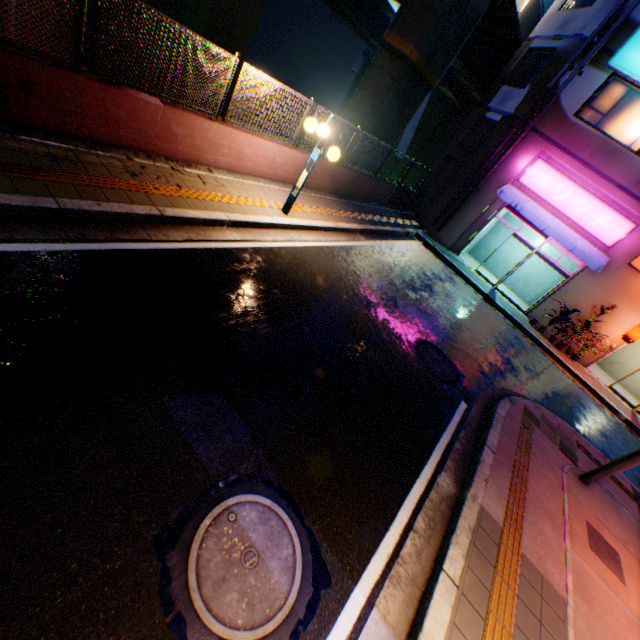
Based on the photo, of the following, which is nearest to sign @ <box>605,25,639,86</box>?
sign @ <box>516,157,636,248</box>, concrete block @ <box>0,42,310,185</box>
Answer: sign @ <box>516,157,636,248</box>

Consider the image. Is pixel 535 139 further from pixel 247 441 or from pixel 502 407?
pixel 247 441

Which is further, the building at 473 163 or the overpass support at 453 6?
the building at 473 163

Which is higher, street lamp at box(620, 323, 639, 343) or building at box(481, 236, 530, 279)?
street lamp at box(620, 323, 639, 343)

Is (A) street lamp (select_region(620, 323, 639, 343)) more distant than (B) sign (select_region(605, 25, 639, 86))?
Yes

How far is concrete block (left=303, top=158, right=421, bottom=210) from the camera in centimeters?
1044cm

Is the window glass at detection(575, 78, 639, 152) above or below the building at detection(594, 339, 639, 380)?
above

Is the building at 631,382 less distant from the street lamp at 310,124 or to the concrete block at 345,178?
the concrete block at 345,178
